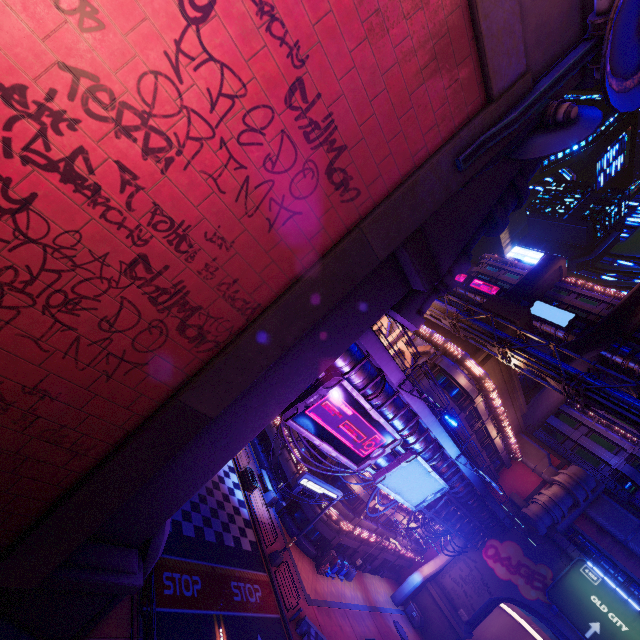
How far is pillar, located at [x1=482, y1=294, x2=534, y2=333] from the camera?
31.14m

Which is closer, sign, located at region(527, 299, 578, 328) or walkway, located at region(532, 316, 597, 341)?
walkway, located at region(532, 316, 597, 341)

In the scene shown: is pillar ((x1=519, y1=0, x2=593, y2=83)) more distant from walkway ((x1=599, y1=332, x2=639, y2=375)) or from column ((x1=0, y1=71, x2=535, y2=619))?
walkway ((x1=599, y1=332, x2=639, y2=375))

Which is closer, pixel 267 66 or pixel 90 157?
pixel 90 157

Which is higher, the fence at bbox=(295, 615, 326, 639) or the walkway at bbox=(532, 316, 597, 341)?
the walkway at bbox=(532, 316, 597, 341)

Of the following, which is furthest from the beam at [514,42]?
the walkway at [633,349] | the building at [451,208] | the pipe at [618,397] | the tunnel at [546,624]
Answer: the walkway at [633,349]

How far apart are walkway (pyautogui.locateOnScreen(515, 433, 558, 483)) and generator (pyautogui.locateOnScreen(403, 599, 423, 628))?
21.3m

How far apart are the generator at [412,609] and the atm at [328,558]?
15.69m
